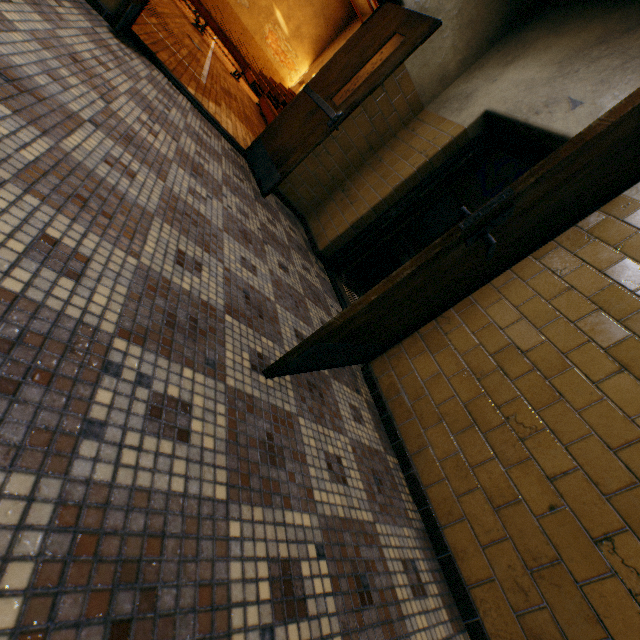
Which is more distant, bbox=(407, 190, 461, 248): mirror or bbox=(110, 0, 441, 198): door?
bbox=(407, 190, 461, 248): mirror

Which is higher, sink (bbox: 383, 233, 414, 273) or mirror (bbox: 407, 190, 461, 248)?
mirror (bbox: 407, 190, 461, 248)

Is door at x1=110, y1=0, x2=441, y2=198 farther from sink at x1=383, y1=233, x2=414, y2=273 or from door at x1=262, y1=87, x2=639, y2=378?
sink at x1=383, y1=233, x2=414, y2=273

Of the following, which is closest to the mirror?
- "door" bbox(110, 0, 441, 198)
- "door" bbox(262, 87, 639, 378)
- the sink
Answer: the sink

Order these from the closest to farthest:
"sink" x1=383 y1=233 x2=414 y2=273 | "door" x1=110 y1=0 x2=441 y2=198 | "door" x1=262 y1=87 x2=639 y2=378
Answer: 1. "door" x1=262 y1=87 x2=639 y2=378
2. "door" x1=110 y1=0 x2=441 y2=198
3. "sink" x1=383 y1=233 x2=414 y2=273

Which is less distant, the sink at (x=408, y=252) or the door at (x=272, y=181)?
the door at (x=272, y=181)

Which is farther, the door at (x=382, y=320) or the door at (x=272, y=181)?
the door at (x=272, y=181)

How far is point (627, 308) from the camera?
1.65m
